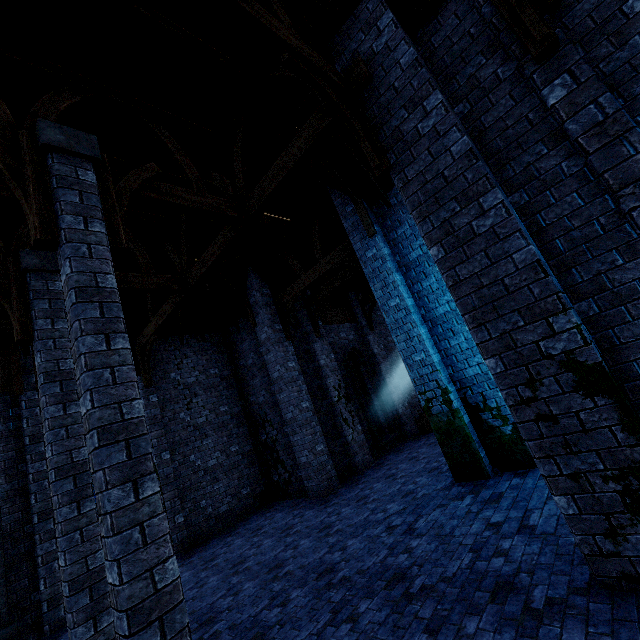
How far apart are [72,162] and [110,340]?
2.6 meters

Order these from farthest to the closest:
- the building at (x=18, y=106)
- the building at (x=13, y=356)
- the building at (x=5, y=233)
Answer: the building at (x=13, y=356) < the building at (x=5, y=233) < the building at (x=18, y=106)

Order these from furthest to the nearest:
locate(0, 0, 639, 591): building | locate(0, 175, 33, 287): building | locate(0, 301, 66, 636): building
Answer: locate(0, 301, 66, 636): building → locate(0, 175, 33, 287): building → locate(0, 0, 639, 591): building

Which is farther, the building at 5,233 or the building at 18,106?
the building at 5,233

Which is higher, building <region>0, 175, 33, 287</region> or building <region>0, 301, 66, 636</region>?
building <region>0, 175, 33, 287</region>

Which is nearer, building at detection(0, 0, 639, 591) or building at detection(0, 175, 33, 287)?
building at detection(0, 0, 639, 591)
